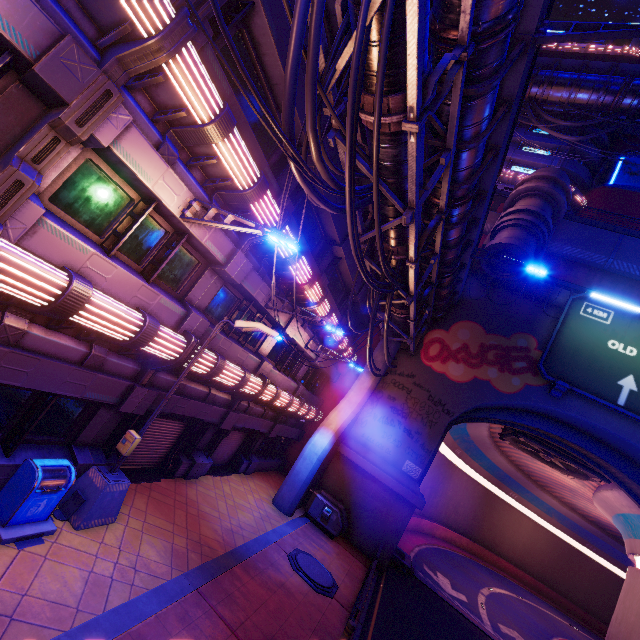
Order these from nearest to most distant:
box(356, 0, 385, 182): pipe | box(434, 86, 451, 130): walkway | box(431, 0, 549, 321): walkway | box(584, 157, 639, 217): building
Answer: box(356, 0, 385, 182): pipe
box(431, 0, 549, 321): walkway
box(434, 86, 451, 130): walkway
box(584, 157, 639, 217): building

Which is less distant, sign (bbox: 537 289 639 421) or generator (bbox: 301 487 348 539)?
generator (bbox: 301 487 348 539)

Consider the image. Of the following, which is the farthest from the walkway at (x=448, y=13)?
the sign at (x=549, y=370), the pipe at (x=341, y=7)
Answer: the sign at (x=549, y=370)

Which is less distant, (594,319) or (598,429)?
(598,429)

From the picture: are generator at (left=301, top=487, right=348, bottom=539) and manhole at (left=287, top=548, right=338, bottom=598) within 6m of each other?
yes

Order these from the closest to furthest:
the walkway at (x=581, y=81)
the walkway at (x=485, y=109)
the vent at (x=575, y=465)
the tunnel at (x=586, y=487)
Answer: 1. the walkway at (x=485, y=109)
2. the tunnel at (x=586, y=487)
3. the vent at (x=575, y=465)
4. the walkway at (x=581, y=81)

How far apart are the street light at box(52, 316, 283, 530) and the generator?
10.4 meters

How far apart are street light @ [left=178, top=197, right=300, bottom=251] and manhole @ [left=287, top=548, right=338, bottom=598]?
11.0m
